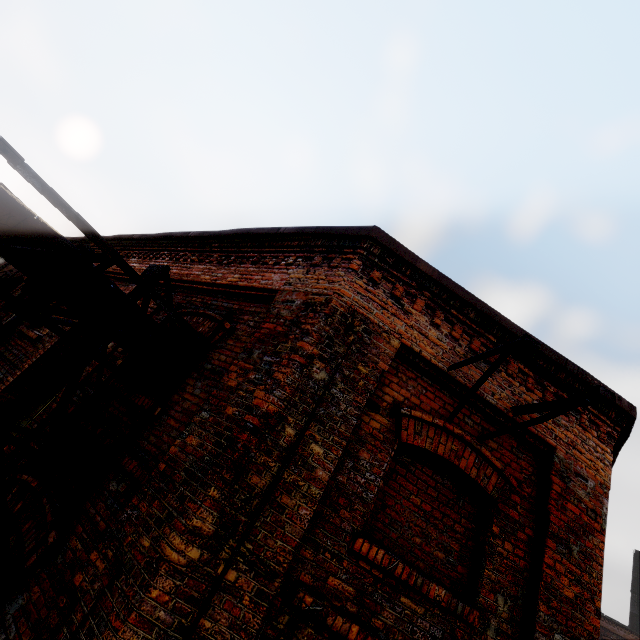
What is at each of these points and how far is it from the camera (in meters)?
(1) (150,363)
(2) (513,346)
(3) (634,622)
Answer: (1) pipe, 4.22
(2) scaffolding, 2.93
(3) building, 35.41

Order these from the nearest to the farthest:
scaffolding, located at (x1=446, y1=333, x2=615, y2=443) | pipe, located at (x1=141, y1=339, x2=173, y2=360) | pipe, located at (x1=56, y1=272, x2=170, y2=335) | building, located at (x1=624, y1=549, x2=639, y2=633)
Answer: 1. scaffolding, located at (x1=446, y1=333, x2=615, y2=443)
2. pipe, located at (x1=56, y1=272, x2=170, y2=335)
3. pipe, located at (x1=141, y1=339, x2=173, y2=360)
4. building, located at (x1=624, y1=549, x2=639, y2=633)

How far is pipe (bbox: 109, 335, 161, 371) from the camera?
3.9m

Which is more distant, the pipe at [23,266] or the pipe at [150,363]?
the pipe at [150,363]

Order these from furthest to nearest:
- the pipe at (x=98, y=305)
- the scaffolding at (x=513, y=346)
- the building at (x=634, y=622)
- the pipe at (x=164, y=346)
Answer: the building at (x=634, y=622), the pipe at (x=164, y=346), the pipe at (x=98, y=305), the scaffolding at (x=513, y=346)

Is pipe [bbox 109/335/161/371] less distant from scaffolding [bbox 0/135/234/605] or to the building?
scaffolding [bbox 0/135/234/605]
